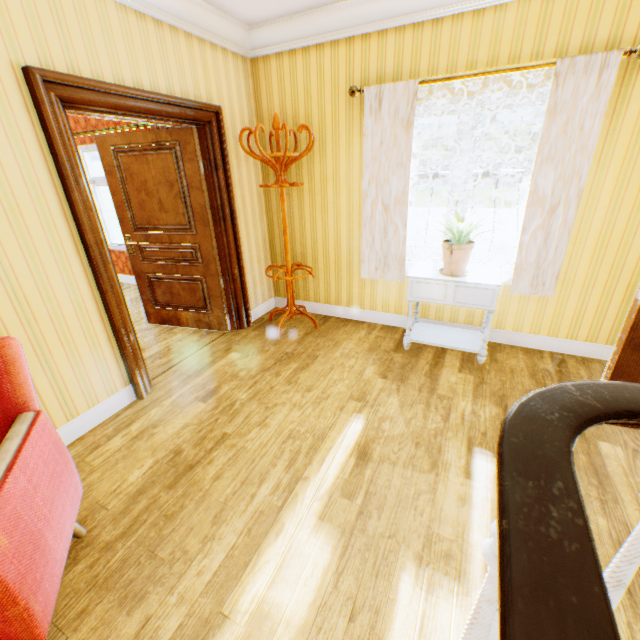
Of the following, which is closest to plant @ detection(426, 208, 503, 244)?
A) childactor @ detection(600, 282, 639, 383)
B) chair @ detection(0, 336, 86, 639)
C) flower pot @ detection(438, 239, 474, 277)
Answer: flower pot @ detection(438, 239, 474, 277)

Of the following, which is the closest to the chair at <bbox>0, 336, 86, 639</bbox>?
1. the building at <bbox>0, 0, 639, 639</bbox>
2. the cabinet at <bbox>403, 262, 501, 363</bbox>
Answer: the building at <bbox>0, 0, 639, 639</bbox>

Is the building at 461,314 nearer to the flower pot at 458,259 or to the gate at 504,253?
the flower pot at 458,259

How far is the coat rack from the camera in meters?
3.2 m

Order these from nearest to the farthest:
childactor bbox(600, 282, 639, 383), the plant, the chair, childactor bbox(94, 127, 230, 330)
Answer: the chair, childactor bbox(600, 282, 639, 383), the plant, childactor bbox(94, 127, 230, 330)

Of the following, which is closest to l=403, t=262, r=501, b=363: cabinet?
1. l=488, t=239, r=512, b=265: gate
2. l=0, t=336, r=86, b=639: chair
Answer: l=0, t=336, r=86, b=639: chair

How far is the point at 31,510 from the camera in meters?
1.2

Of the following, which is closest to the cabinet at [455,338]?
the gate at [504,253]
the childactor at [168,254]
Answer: the childactor at [168,254]
